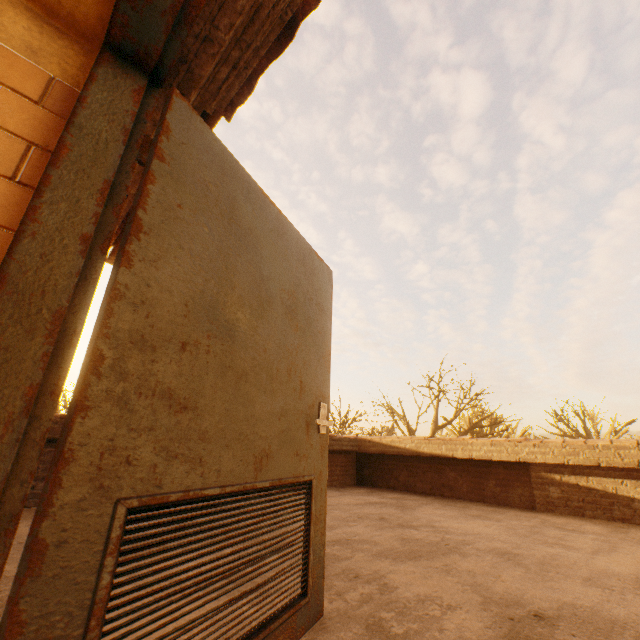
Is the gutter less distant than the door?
No

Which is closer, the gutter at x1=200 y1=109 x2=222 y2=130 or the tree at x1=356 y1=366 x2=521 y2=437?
the gutter at x1=200 y1=109 x2=222 y2=130

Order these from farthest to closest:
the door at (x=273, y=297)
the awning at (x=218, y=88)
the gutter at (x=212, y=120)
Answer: the gutter at (x=212, y=120) → the awning at (x=218, y=88) → the door at (x=273, y=297)

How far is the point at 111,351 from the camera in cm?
89

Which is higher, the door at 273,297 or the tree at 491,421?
the tree at 491,421

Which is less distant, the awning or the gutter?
the awning

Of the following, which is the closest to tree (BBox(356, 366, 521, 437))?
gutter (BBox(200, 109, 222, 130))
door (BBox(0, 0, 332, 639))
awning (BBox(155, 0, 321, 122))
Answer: gutter (BBox(200, 109, 222, 130))
